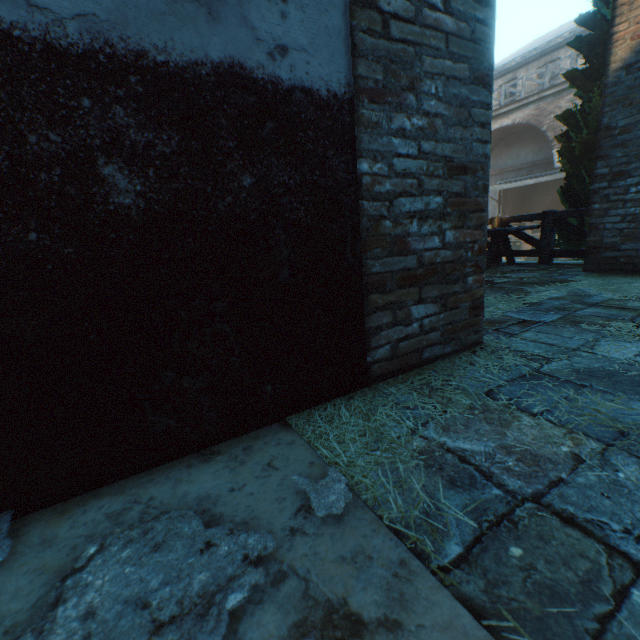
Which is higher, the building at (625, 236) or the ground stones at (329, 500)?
the building at (625, 236)

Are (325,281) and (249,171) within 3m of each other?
yes

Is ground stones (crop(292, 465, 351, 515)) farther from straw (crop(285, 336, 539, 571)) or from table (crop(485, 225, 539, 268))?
table (crop(485, 225, 539, 268))

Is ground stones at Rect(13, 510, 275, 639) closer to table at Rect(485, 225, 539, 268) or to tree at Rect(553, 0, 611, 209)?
table at Rect(485, 225, 539, 268)

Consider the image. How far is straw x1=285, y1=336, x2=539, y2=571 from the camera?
1.00m

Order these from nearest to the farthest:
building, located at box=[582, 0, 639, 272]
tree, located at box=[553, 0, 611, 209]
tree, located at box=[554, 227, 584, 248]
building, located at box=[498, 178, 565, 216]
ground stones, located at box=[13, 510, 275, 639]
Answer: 1. ground stones, located at box=[13, 510, 275, 639]
2. building, located at box=[582, 0, 639, 272]
3. tree, located at box=[553, 0, 611, 209]
4. tree, located at box=[554, 227, 584, 248]
5. building, located at box=[498, 178, 565, 216]

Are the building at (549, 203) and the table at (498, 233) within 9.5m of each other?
no

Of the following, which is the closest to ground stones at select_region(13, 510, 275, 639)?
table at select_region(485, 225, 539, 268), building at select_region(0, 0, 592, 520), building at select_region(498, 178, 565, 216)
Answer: building at select_region(0, 0, 592, 520)
